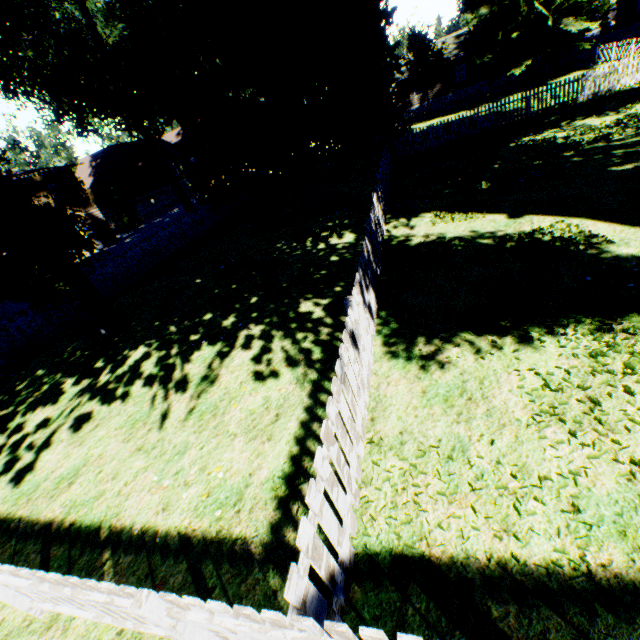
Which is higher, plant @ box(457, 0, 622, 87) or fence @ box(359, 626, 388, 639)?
plant @ box(457, 0, 622, 87)

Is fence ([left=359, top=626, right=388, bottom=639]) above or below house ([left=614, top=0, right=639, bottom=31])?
below

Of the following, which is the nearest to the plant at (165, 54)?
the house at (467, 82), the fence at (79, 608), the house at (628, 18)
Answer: the fence at (79, 608)

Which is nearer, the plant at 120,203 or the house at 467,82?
the plant at 120,203

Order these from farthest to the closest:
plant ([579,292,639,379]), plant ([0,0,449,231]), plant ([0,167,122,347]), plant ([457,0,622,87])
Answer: plant ([457,0,622,87]), plant ([0,0,449,231]), plant ([0,167,122,347]), plant ([579,292,639,379])

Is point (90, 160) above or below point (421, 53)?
above

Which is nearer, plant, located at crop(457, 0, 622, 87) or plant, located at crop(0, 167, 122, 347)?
plant, located at crop(0, 167, 122, 347)

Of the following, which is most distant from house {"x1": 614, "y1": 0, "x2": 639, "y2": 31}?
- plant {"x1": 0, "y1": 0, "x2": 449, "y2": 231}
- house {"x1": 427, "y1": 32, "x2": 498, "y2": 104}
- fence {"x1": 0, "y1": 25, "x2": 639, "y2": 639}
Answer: house {"x1": 427, "y1": 32, "x2": 498, "y2": 104}
